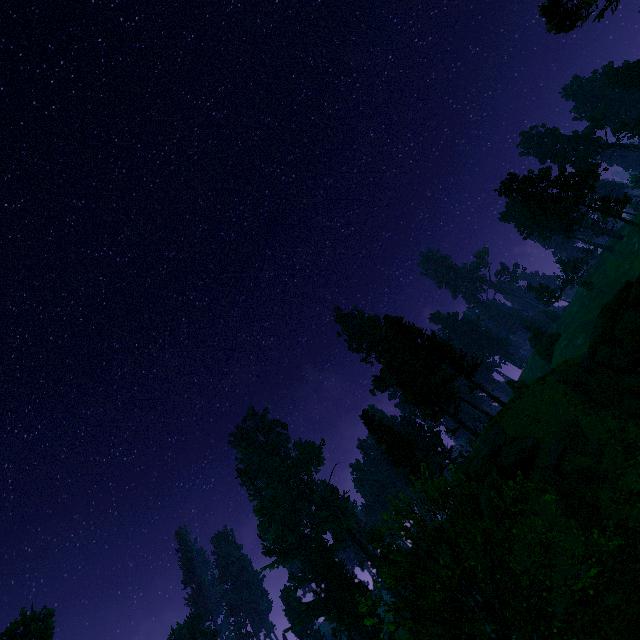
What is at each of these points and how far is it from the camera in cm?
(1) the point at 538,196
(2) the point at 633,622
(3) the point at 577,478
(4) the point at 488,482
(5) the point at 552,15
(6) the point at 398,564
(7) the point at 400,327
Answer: (1) treerock, 4631
(2) treerock, 1077
(3) rock, 2000
(4) rock, 2581
(5) treerock, 1698
(6) treerock, 5503
(7) treerock, 3884

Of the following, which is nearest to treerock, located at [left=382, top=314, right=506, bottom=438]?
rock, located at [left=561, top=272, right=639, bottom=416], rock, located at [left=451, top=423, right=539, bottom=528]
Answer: rock, located at [left=451, top=423, right=539, bottom=528]

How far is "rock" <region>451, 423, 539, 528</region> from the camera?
23.5 meters

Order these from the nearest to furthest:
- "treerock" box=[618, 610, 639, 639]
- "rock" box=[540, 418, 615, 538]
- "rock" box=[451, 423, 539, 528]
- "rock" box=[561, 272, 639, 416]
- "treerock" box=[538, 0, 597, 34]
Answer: "treerock" box=[618, 610, 639, 639]
"treerock" box=[538, 0, 597, 34]
"rock" box=[540, 418, 615, 538]
"rock" box=[561, 272, 639, 416]
"rock" box=[451, 423, 539, 528]

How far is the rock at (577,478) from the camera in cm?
1862

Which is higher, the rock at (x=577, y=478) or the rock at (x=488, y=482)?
the rock at (x=488, y=482)

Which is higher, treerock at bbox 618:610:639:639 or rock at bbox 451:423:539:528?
rock at bbox 451:423:539:528

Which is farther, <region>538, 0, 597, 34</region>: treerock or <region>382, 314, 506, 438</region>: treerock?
<region>382, 314, 506, 438</region>: treerock
